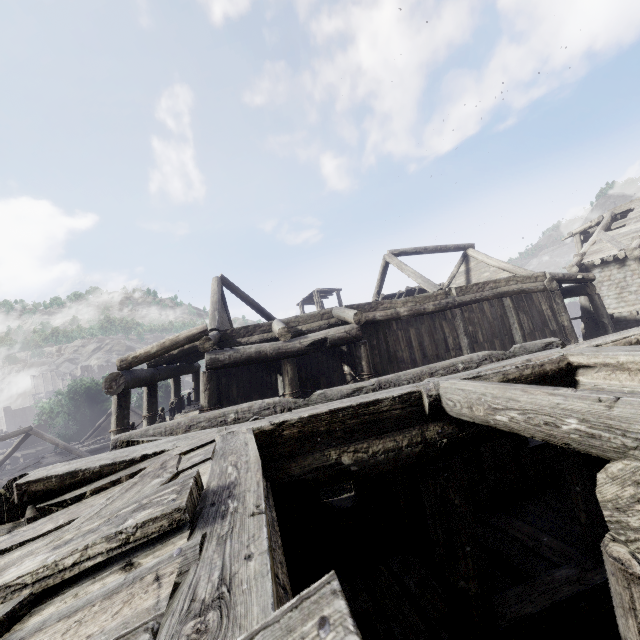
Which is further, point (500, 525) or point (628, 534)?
point (500, 525)
